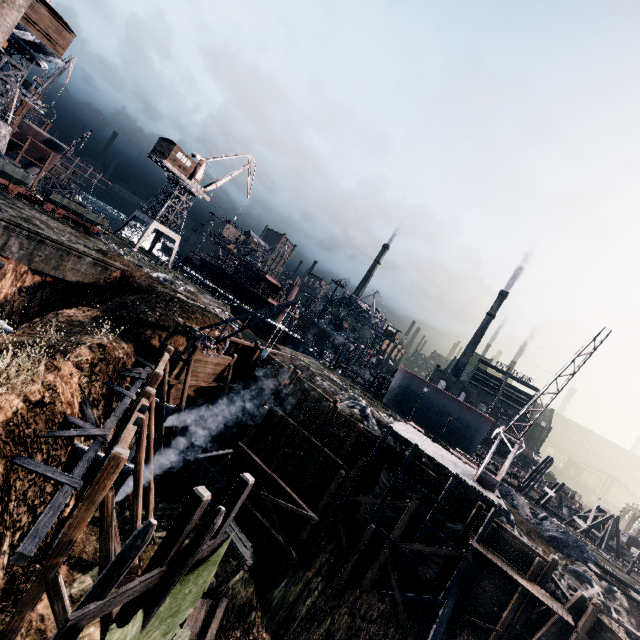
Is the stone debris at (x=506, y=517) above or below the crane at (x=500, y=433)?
below

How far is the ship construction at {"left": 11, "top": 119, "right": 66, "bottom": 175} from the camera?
44.09m

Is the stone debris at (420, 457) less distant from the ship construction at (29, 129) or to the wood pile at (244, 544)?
the wood pile at (244, 544)

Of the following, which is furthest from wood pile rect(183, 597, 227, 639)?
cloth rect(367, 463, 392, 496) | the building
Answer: the building

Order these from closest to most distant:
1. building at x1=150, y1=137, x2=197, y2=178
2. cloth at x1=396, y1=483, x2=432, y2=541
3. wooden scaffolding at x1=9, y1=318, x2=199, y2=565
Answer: wooden scaffolding at x1=9, y1=318, x2=199, y2=565 → cloth at x1=396, y1=483, x2=432, y2=541 → building at x1=150, y1=137, x2=197, y2=178

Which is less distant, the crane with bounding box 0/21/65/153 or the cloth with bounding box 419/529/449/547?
the cloth with bounding box 419/529/449/547

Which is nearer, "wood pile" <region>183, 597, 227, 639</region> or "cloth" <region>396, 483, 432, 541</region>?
"wood pile" <region>183, 597, 227, 639</region>

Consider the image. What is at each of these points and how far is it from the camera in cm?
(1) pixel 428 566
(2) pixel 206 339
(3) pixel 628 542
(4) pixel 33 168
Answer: (1) cloth, 2192
(2) crane, 2270
(3) rail car container, 5584
(4) ship construction, 4772
